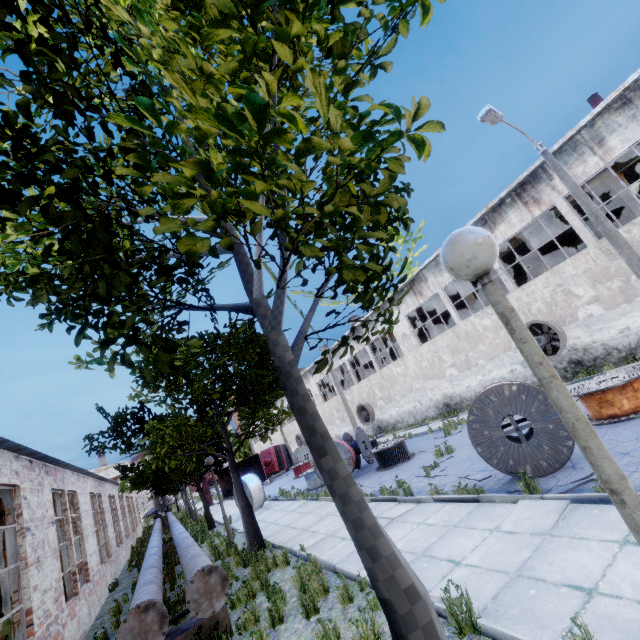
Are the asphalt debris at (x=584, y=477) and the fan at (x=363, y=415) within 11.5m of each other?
no

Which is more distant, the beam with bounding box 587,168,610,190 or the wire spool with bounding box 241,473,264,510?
the wire spool with bounding box 241,473,264,510

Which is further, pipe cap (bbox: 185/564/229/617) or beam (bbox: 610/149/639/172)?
beam (bbox: 610/149/639/172)

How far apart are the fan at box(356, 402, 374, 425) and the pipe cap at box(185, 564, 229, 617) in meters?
25.3 m

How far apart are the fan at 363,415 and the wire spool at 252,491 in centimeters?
1354cm

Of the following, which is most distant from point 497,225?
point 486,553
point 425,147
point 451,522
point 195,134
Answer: point 195,134

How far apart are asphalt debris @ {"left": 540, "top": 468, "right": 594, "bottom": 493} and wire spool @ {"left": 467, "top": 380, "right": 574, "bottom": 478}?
0.19m

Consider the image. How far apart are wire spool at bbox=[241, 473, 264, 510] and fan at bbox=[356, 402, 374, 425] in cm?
1354
